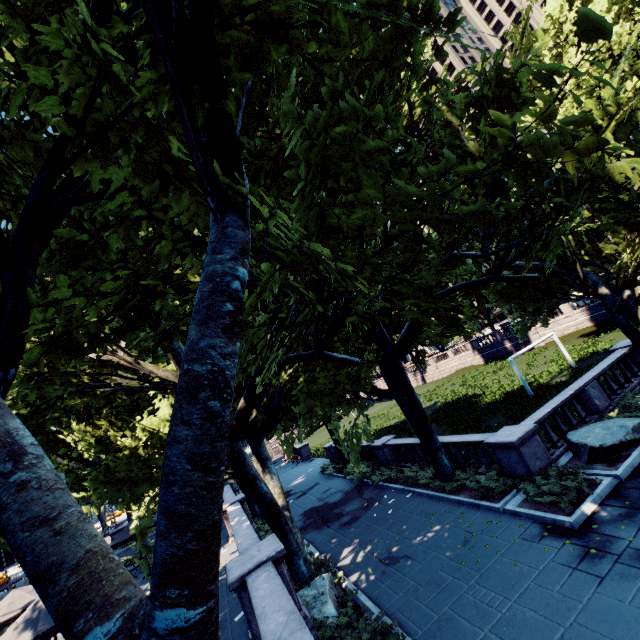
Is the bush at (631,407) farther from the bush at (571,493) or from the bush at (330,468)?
the bush at (330,468)

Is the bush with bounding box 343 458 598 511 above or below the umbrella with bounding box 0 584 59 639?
below

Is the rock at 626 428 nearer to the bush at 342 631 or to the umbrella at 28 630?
the bush at 342 631

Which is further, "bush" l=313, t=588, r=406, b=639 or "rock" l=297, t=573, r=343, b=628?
"rock" l=297, t=573, r=343, b=628

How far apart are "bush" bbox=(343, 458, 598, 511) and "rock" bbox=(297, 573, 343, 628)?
5.6m

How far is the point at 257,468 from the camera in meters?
13.1

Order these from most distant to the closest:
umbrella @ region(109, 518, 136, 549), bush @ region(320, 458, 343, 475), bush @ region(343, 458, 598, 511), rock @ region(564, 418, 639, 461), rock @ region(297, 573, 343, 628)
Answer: bush @ region(320, 458, 343, 475) → umbrella @ region(109, 518, 136, 549) → rock @ region(564, 418, 639, 461) → bush @ region(343, 458, 598, 511) → rock @ region(297, 573, 343, 628)

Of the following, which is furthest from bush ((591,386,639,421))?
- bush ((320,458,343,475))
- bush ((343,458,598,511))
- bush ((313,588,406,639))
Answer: bush ((320,458,343,475))
